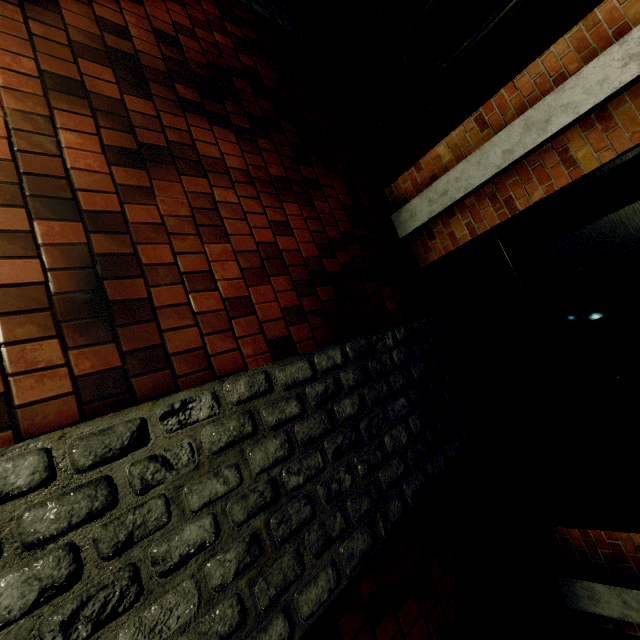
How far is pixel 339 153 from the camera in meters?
3.5
